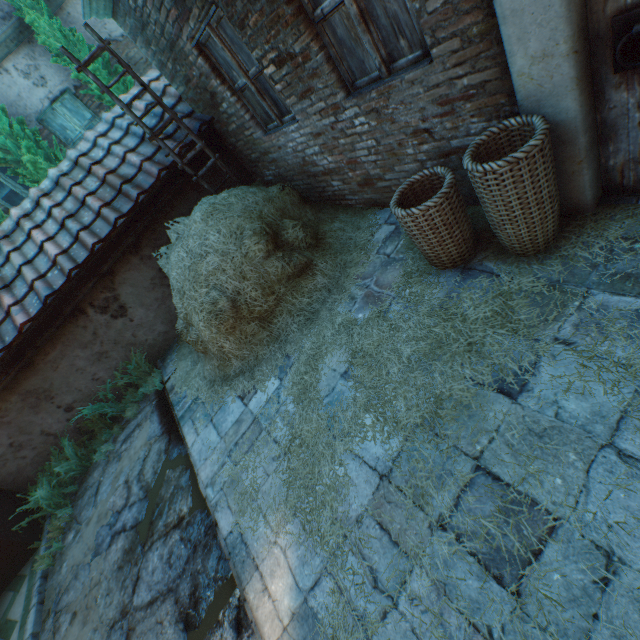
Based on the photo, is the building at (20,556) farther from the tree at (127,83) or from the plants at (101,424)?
the tree at (127,83)

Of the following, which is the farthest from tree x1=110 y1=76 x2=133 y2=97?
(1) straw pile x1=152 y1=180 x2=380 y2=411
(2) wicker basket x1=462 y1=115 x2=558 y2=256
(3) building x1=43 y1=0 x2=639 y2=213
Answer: (2) wicker basket x1=462 y1=115 x2=558 y2=256

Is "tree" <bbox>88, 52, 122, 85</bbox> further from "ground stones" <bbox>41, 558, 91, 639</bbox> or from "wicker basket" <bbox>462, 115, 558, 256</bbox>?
"wicker basket" <bbox>462, 115, 558, 256</bbox>

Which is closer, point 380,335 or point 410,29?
point 410,29

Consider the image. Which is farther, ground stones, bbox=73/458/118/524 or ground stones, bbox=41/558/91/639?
ground stones, bbox=73/458/118/524

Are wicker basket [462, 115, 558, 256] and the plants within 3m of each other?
no

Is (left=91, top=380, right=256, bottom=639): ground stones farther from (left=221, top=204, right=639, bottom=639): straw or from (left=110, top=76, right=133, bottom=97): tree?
(left=110, top=76, right=133, bottom=97): tree

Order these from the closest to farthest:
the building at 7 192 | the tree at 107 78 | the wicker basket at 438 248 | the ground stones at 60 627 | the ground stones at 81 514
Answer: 1. the wicker basket at 438 248
2. the ground stones at 60 627
3. the ground stones at 81 514
4. the tree at 107 78
5. the building at 7 192
